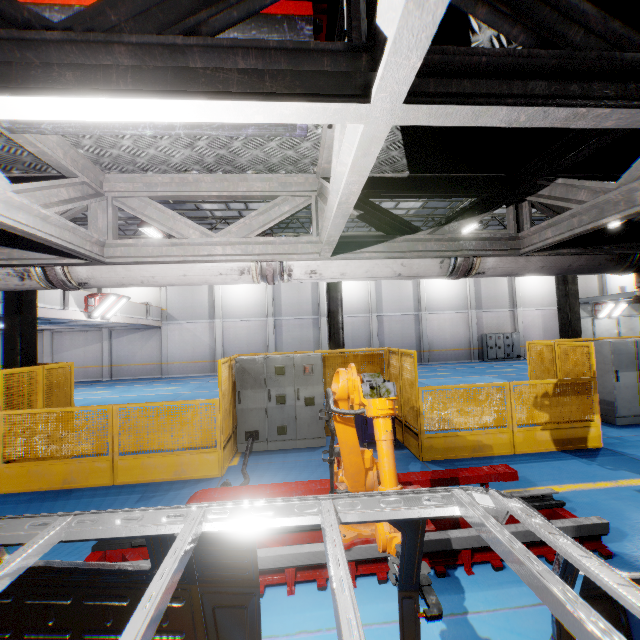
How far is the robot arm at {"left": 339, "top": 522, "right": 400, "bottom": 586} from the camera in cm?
216

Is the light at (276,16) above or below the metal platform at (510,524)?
above

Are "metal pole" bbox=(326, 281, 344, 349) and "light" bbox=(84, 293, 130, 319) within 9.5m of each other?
no

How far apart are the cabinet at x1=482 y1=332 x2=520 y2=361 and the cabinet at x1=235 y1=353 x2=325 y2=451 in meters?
21.3

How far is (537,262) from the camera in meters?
3.4 m

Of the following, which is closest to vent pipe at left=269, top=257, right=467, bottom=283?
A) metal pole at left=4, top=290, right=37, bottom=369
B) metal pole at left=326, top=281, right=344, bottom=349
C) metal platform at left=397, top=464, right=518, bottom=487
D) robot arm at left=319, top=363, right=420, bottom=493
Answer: robot arm at left=319, top=363, right=420, bottom=493

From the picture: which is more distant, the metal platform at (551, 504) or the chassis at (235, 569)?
the metal platform at (551, 504)

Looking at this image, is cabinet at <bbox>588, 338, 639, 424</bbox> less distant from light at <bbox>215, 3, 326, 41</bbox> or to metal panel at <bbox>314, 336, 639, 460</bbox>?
metal panel at <bbox>314, 336, 639, 460</bbox>
